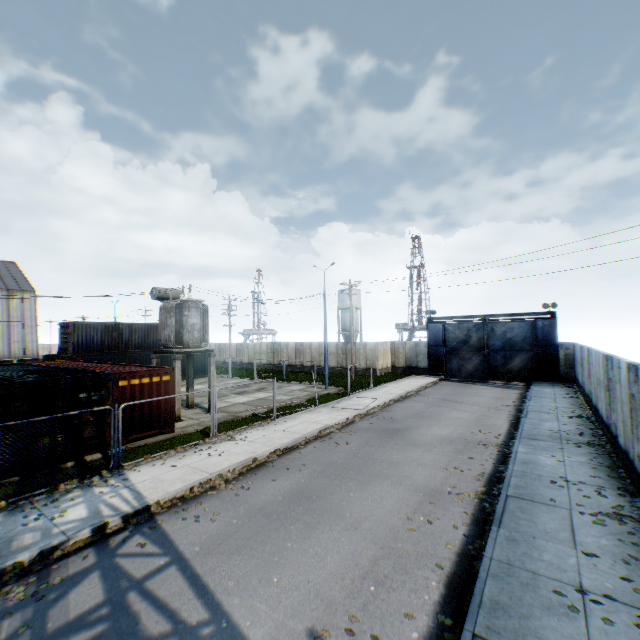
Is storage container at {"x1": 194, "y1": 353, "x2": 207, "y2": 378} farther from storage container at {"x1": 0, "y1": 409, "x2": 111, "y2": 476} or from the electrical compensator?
the electrical compensator

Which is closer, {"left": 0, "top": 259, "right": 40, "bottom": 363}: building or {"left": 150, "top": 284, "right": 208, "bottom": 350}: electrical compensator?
{"left": 150, "top": 284, "right": 208, "bottom": 350}: electrical compensator

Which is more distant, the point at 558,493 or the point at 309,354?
the point at 309,354

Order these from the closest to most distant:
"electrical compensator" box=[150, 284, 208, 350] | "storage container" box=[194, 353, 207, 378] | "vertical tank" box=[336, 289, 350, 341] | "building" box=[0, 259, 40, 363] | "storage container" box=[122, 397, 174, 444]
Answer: "storage container" box=[122, 397, 174, 444], "electrical compensator" box=[150, 284, 208, 350], "storage container" box=[194, 353, 207, 378], "building" box=[0, 259, 40, 363], "vertical tank" box=[336, 289, 350, 341]

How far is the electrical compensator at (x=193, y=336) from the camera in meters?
17.5

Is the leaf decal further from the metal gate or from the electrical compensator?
the metal gate

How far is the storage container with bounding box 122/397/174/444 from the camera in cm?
1311

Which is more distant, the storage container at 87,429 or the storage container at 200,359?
the storage container at 200,359
